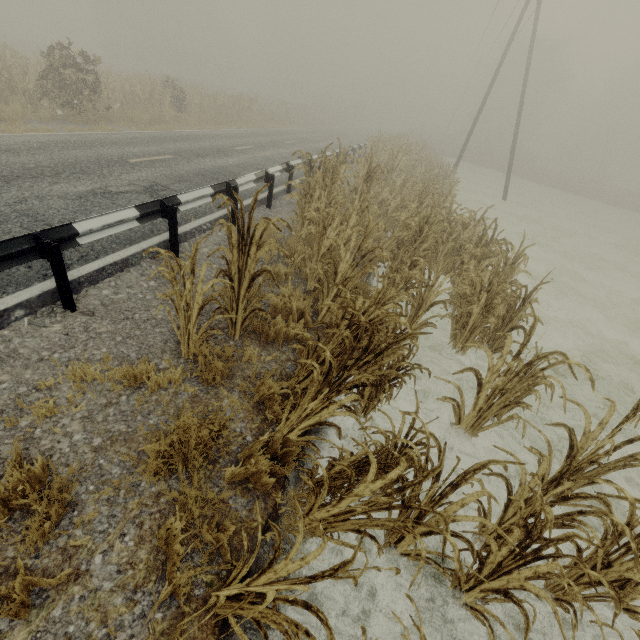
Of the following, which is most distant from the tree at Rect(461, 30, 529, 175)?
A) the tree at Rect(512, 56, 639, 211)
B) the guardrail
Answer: the tree at Rect(512, 56, 639, 211)

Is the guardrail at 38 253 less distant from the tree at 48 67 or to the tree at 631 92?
the tree at 48 67

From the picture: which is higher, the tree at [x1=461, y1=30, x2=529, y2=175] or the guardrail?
the tree at [x1=461, y1=30, x2=529, y2=175]

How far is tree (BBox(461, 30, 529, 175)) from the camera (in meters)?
41.91

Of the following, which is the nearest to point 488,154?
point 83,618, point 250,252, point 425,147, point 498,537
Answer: point 425,147

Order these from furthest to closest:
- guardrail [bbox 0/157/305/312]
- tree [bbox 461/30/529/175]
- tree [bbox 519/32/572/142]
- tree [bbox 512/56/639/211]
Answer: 1. tree [bbox 519/32/572/142]
2. tree [bbox 461/30/529/175]
3. tree [bbox 512/56/639/211]
4. guardrail [bbox 0/157/305/312]

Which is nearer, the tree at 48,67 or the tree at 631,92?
the tree at 48,67

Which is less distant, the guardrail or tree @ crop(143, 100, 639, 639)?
tree @ crop(143, 100, 639, 639)
